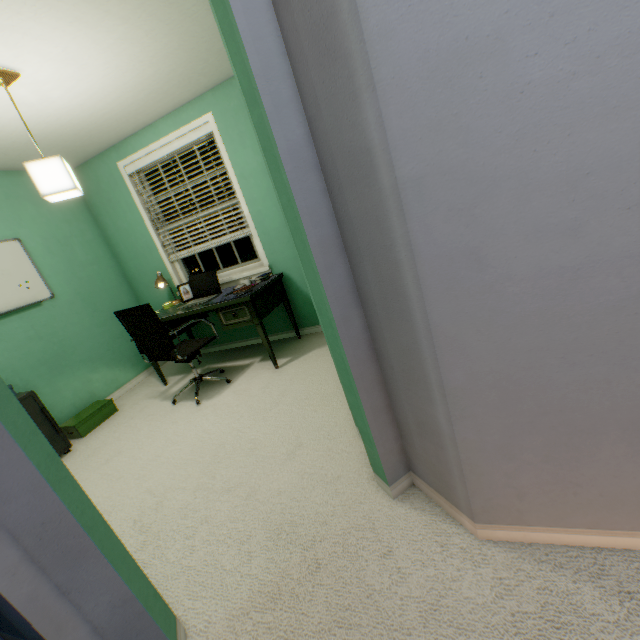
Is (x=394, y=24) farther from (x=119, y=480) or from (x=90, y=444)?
(x=90, y=444)

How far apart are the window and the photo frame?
0.25m

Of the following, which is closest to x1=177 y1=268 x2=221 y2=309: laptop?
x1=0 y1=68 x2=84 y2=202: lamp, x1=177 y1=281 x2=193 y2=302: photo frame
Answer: x1=177 y1=281 x2=193 y2=302: photo frame

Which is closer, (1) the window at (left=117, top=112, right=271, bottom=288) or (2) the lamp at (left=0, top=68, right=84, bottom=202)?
(2) the lamp at (left=0, top=68, right=84, bottom=202)

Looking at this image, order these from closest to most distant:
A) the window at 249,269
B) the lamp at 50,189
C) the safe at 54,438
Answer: the lamp at 50,189, the safe at 54,438, the window at 249,269

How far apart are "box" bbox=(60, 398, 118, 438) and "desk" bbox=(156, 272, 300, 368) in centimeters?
74cm

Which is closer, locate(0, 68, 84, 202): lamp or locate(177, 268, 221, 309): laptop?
locate(0, 68, 84, 202): lamp

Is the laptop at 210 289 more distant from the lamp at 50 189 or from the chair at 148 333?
the lamp at 50 189
